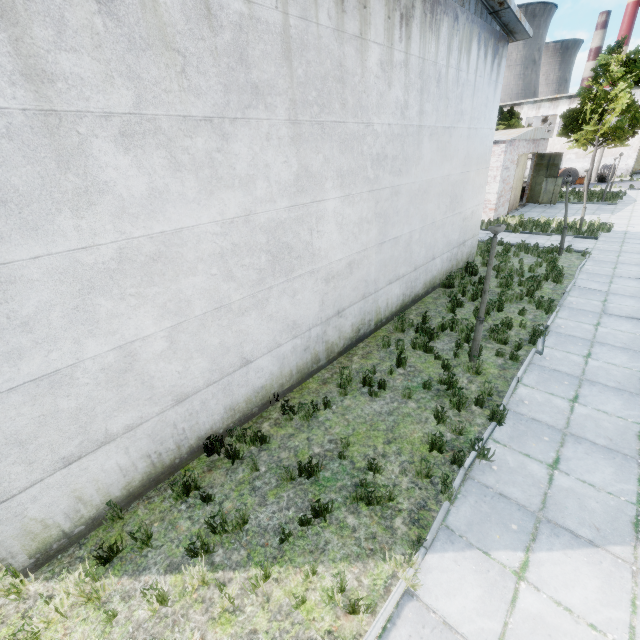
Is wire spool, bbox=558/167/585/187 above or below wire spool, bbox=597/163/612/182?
above

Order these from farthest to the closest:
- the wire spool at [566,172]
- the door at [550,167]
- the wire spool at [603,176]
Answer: the wire spool at [603,176] → the wire spool at [566,172] → the door at [550,167]

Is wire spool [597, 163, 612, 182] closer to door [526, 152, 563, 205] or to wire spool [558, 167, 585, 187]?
wire spool [558, 167, 585, 187]

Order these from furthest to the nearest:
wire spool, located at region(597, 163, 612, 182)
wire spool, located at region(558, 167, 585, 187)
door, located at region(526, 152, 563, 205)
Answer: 1. wire spool, located at region(597, 163, 612, 182)
2. wire spool, located at region(558, 167, 585, 187)
3. door, located at region(526, 152, 563, 205)

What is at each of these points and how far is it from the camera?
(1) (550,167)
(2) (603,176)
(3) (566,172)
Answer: (1) door, 25.2 meters
(2) wire spool, 36.7 meters
(3) wire spool, 35.3 meters

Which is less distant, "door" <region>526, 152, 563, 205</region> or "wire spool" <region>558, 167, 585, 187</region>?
"door" <region>526, 152, 563, 205</region>

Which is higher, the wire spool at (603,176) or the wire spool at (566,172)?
the wire spool at (566,172)

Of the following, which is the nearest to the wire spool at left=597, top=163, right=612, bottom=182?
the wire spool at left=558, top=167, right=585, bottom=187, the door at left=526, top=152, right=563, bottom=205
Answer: the wire spool at left=558, top=167, right=585, bottom=187
